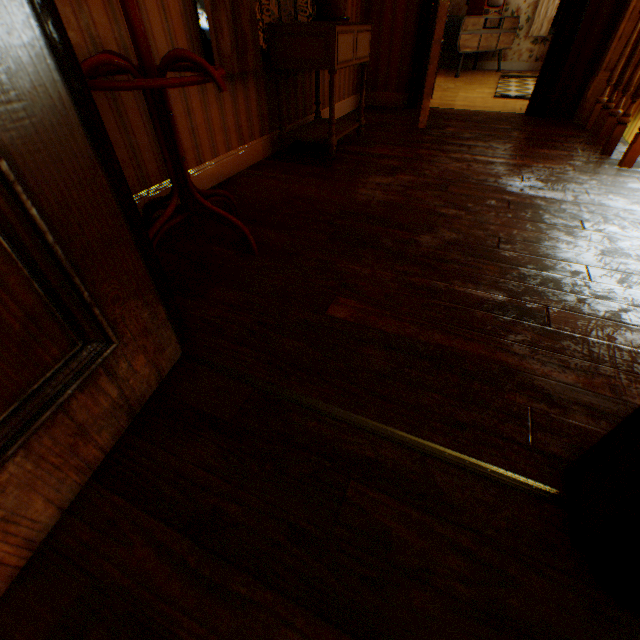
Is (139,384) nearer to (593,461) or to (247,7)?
(593,461)

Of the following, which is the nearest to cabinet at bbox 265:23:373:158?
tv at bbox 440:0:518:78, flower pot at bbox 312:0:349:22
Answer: flower pot at bbox 312:0:349:22

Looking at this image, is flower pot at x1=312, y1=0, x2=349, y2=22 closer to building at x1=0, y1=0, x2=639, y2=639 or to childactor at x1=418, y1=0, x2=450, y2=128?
building at x1=0, y1=0, x2=639, y2=639

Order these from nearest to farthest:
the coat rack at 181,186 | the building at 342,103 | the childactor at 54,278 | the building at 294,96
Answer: the childactor at 54,278, the coat rack at 181,186, the building at 294,96, the building at 342,103

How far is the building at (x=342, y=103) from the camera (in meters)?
3.79

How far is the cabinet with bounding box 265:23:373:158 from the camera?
2.18m

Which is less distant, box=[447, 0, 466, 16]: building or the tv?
the tv
